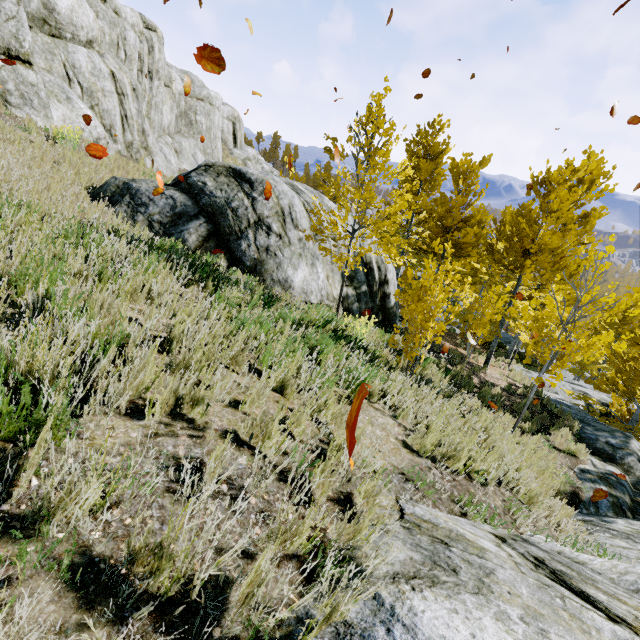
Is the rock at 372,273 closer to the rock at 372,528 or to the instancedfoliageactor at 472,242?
the instancedfoliageactor at 472,242

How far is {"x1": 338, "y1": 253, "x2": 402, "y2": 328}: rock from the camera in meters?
9.8 m

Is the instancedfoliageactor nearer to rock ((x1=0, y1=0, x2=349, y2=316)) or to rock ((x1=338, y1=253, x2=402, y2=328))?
rock ((x1=0, y1=0, x2=349, y2=316))

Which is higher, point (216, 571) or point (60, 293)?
point (60, 293)

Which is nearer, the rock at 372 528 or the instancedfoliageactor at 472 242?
the rock at 372 528

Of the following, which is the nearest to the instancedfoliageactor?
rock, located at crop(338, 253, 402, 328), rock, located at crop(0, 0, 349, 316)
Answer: rock, located at crop(0, 0, 349, 316)

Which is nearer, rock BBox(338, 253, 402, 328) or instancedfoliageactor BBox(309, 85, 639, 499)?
instancedfoliageactor BBox(309, 85, 639, 499)
